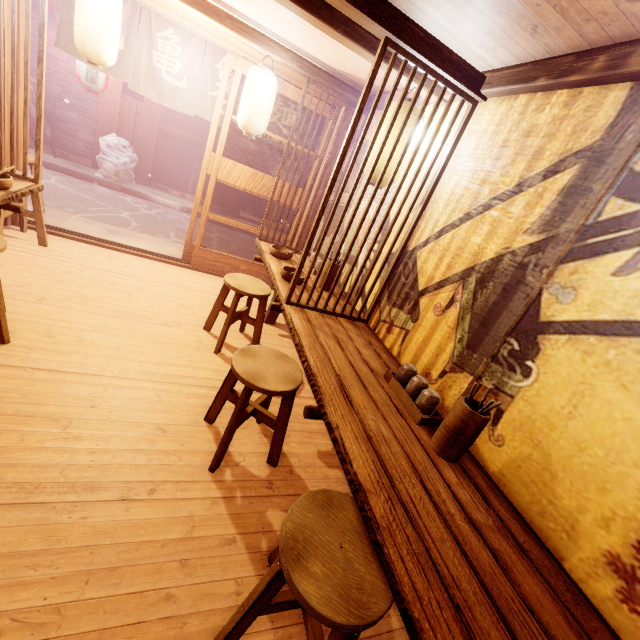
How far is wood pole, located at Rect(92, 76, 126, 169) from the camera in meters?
13.5

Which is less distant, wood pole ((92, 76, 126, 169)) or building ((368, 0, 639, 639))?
building ((368, 0, 639, 639))

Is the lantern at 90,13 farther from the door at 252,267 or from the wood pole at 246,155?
the wood pole at 246,155

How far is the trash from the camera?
13.5m

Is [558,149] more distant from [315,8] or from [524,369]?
[315,8]

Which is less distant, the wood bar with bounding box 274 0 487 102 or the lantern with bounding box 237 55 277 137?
Result: the wood bar with bounding box 274 0 487 102

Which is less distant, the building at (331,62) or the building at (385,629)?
the building at (385,629)

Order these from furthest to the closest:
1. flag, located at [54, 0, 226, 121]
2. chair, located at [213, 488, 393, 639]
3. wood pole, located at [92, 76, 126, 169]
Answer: wood pole, located at [92, 76, 126, 169]
flag, located at [54, 0, 226, 121]
chair, located at [213, 488, 393, 639]
